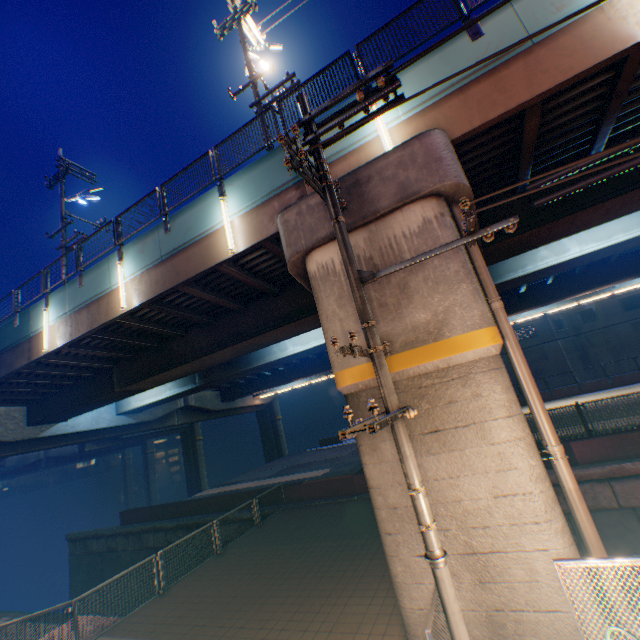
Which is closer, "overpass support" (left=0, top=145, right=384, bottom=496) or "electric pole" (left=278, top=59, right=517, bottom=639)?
"electric pole" (left=278, top=59, right=517, bottom=639)

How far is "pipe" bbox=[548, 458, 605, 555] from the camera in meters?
5.0

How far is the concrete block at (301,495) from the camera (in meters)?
15.41

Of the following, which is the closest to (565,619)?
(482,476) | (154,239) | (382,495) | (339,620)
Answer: (482,476)

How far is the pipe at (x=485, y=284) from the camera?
6.1 meters

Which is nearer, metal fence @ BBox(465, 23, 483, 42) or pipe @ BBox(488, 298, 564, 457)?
pipe @ BBox(488, 298, 564, 457)

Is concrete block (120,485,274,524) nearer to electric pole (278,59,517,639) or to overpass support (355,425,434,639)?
→ overpass support (355,425,434,639)

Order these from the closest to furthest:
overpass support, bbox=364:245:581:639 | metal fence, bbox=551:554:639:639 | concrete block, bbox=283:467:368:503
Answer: metal fence, bbox=551:554:639:639
overpass support, bbox=364:245:581:639
concrete block, bbox=283:467:368:503
